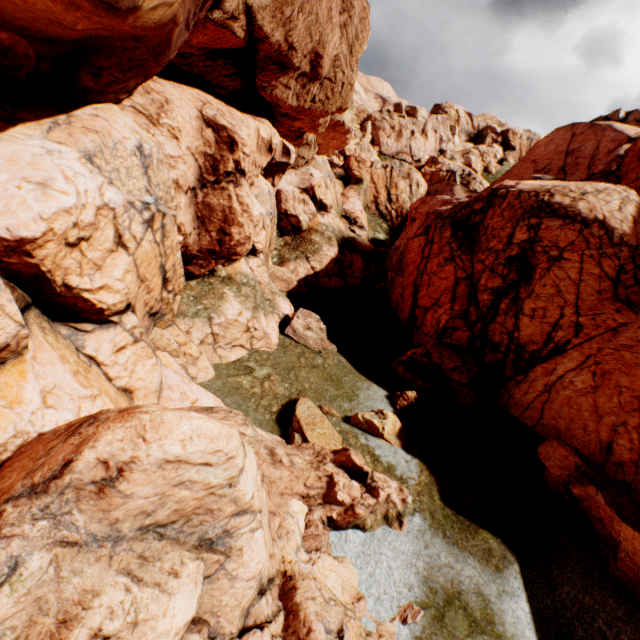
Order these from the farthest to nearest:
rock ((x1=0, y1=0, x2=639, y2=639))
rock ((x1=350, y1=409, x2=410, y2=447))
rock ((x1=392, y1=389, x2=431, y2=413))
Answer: rock ((x1=392, y1=389, x2=431, y2=413))
rock ((x1=350, y1=409, x2=410, y2=447))
rock ((x1=0, y1=0, x2=639, y2=639))

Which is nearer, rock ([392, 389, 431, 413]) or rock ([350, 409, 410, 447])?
rock ([350, 409, 410, 447])

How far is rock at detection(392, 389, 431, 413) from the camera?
16.84m

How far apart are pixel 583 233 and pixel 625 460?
10.71m

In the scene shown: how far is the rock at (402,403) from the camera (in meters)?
16.84

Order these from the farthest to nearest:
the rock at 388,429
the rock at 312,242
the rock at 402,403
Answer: the rock at 402,403
the rock at 388,429
the rock at 312,242
